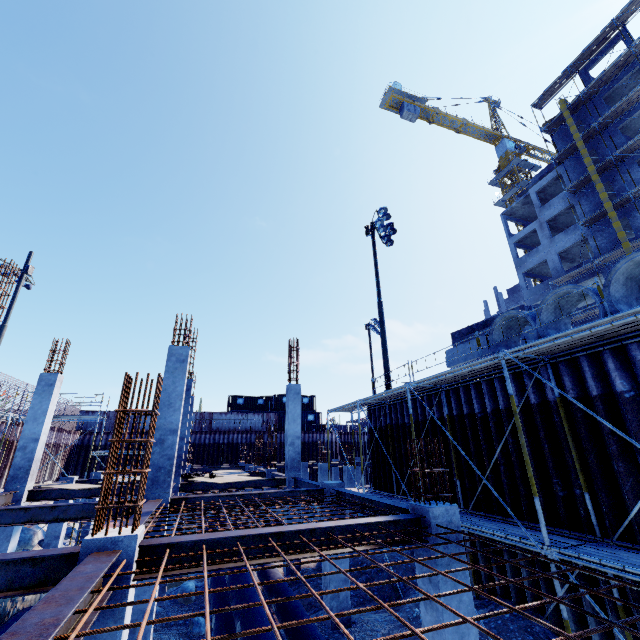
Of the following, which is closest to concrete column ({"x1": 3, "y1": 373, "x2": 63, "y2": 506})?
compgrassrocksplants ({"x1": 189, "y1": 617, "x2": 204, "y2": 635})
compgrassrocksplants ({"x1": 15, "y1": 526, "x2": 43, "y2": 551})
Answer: compgrassrocksplants ({"x1": 15, "y1": 526, "x2": 43, "y2": 551})

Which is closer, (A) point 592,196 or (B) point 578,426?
(B) point 578,426

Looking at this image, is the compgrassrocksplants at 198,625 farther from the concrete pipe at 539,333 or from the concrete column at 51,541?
the concrete pipe at 539,333

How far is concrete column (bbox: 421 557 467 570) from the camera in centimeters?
514cm

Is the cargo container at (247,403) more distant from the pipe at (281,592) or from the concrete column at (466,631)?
the concrete column at (466,631)

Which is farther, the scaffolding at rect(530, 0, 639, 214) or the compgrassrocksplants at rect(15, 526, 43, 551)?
the scaffolding at rect(530, 0, 639, 214)

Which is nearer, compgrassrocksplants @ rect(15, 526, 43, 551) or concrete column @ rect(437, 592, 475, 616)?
concrete column @ rect(437, 592, 475, 616)

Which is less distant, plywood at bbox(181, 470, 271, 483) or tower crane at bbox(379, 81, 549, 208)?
plywood at bbox(181, 470, 271, 483)
